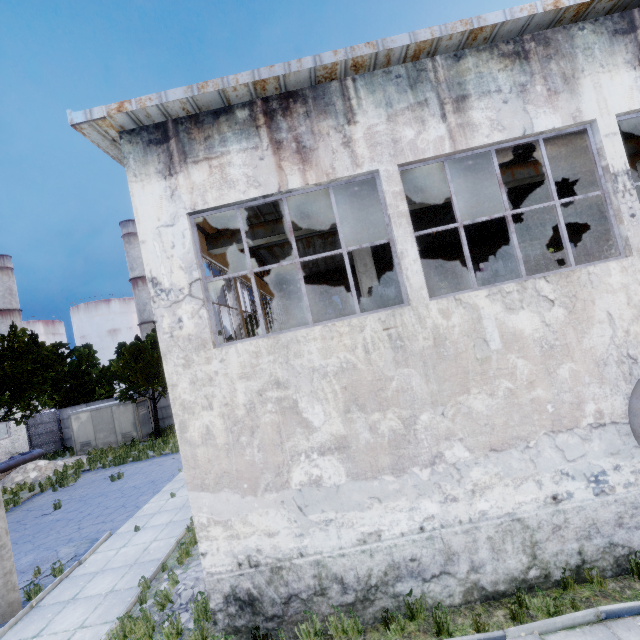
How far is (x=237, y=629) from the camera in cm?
574

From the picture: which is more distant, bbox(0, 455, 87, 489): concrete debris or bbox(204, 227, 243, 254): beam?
bbox(0, 455, 87, 489): concrete debris

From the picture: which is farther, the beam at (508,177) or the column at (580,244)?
the column at (580,244)

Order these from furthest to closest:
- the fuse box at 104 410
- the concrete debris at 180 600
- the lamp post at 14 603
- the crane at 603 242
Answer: the fuse box at 104 410, the crane at 603 242, the lamp post at 14 603, the concrete debris at 180 600

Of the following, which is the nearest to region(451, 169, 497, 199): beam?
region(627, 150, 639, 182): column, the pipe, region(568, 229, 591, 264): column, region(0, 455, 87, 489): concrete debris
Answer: region(627, 150, 639, 182): column

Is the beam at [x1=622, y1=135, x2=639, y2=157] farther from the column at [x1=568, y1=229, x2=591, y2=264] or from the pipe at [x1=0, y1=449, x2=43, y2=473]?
the pipe at [x1=0, y1=449, x2=43, y2=473]

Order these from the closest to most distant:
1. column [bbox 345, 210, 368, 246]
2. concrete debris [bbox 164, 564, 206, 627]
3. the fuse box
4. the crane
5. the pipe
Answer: concrete debris [bbox 164, 564, 206, 627] → column [bbox 345, 210, 368, 246] → the crane → the pipe → the fuse box

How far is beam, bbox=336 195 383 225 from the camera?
8.91m
